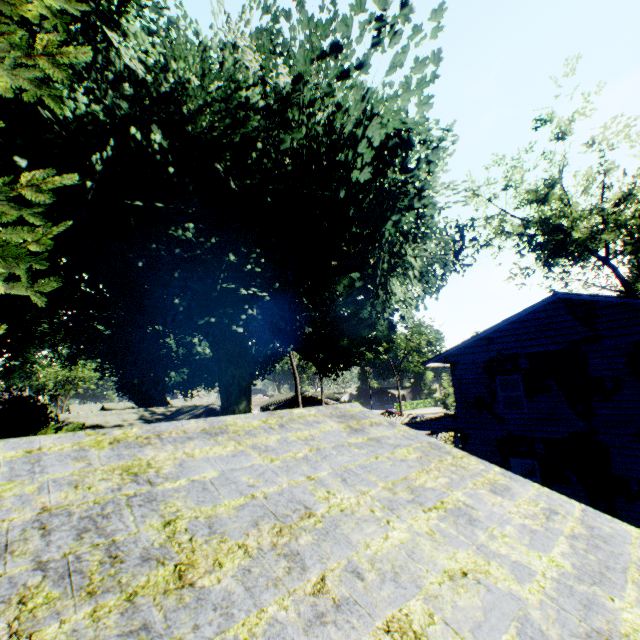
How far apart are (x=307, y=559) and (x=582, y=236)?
33.14m

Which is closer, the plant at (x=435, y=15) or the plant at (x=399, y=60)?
the plant at (x=435, y=15)

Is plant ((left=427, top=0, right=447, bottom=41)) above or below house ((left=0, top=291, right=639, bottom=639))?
above

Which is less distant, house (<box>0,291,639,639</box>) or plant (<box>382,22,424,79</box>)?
house (<box>0,291,639,639</box>)

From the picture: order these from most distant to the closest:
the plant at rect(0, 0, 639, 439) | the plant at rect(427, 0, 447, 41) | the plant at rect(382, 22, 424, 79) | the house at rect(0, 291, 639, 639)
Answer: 1. the plant at rect(382, 22, 424, 79)
2. the plant at rect(427, 0, 447, 41)
3. the plant at rect(0, 0, 639, 439)
4. the house at rect(0, 291, 639, 639)

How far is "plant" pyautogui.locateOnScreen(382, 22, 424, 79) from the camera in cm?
915

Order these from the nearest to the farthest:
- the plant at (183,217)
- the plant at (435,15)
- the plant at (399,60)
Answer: the plant at (183,217), the plant at (435,15), the plant at (399,60)

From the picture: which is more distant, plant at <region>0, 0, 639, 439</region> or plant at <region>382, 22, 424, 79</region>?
plant at <region>382, 22, 424, 79</region>
